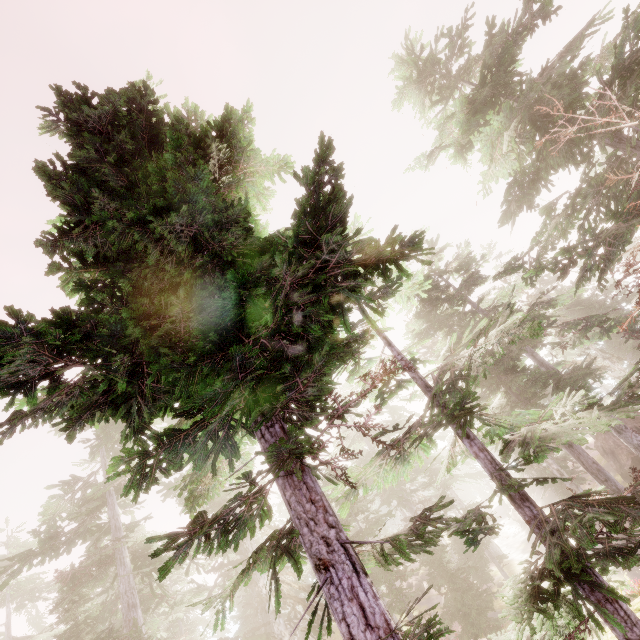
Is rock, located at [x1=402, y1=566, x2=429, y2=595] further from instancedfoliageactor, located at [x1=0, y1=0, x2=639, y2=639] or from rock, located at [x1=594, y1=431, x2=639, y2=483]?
rock, located at [x1=594, y1=431, x2=639, y2=483]

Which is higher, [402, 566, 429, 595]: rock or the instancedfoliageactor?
the instancedfoliageactor

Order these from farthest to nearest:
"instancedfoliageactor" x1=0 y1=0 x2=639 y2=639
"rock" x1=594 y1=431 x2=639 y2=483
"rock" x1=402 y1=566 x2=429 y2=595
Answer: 1. "rock" x1=402 y1=566 x2=429 y2=595
2. "rock" x1=594 y1=431 x2=639 y2=483
3. "instancedfoliageactor" x1=0 y1=0 x2=639 y2=639

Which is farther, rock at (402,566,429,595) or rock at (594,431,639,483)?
rock at (402,566,429,595)

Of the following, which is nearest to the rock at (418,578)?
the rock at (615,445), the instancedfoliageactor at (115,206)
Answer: the instancedfoliageactor at (115,206)

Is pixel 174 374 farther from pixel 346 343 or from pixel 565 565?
pixel 565 565

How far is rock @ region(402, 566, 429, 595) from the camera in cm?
3438

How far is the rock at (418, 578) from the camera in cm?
3438
